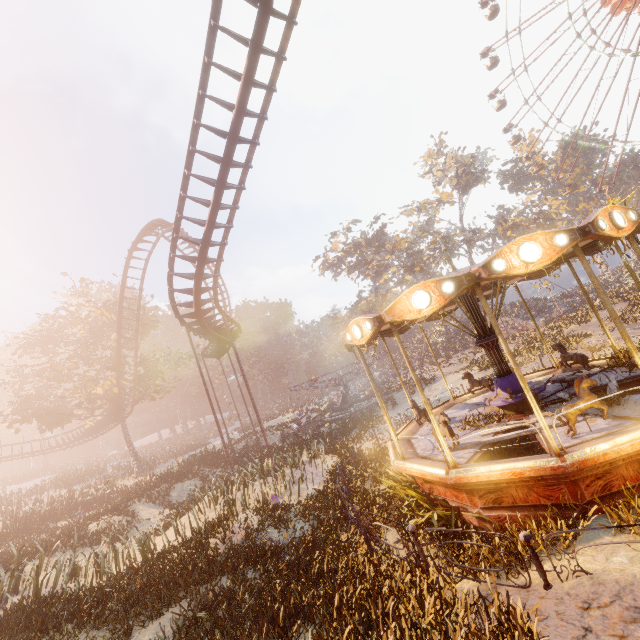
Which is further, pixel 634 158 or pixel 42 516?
pixel 634 158

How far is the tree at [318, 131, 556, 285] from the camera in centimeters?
4950cm

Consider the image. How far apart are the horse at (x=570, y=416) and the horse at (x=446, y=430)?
2.0m

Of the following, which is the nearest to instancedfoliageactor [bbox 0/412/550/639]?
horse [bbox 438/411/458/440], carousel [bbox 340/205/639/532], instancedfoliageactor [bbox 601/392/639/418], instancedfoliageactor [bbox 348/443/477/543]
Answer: instancedfoliageactor [bbox 348/443/477/543]

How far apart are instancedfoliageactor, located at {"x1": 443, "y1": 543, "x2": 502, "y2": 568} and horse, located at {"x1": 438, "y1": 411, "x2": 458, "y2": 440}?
1.1m

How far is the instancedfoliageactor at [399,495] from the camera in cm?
725

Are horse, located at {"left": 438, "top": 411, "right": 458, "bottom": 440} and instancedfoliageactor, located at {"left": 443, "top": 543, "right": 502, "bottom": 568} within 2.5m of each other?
yes

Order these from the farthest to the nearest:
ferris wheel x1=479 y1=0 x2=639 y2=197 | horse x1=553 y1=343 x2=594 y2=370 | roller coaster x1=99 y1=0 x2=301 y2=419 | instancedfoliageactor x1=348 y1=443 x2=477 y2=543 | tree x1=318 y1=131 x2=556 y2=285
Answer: tree x1=318 y1=131 x2=556 y2=285 → ferris wheel x1=479 y1=0 x2=639 y2=197 → horse x1=553 y1=343 x2=594 y2=370 → roller coaster x1=99 y1=0 x2=301 y2=419 → instancedfoliageactor x1=348 y1=443 x2=477 y2=543
